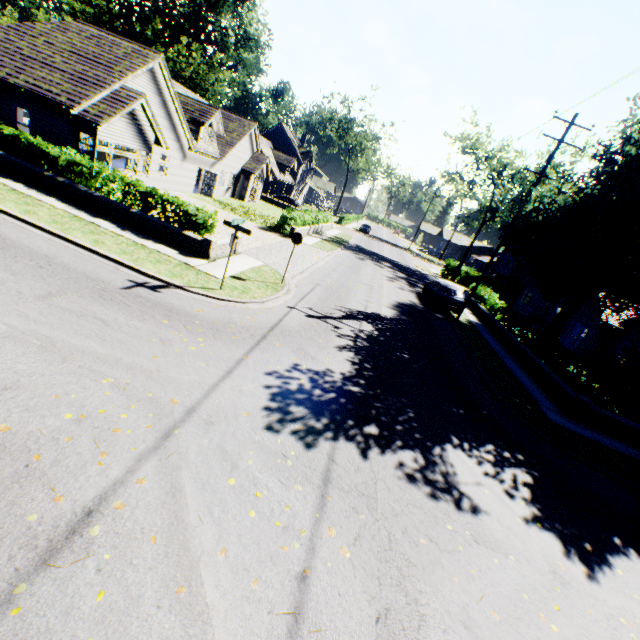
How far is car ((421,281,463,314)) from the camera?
21.16m

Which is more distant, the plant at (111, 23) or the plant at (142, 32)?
the plant at (142, 32)

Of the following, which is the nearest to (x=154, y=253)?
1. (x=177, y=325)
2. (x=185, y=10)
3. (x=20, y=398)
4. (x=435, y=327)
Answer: (x=177, y=325)

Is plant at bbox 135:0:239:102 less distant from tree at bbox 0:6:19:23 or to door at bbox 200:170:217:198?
tree at bbox 0:6:19:23

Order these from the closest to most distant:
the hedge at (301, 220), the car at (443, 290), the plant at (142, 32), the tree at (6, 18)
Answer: the car at (443, 290)
the hedge at (301, 220)
the tree at (6, 18)
the plant at (142, 32)

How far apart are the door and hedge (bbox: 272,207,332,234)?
7.30m

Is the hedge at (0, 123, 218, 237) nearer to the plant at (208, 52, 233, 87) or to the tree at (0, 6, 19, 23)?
the tree at (0, 6, 19, 23)

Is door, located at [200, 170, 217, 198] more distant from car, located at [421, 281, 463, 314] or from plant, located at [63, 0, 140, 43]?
plant, located at [63, 0, 140, 43]
